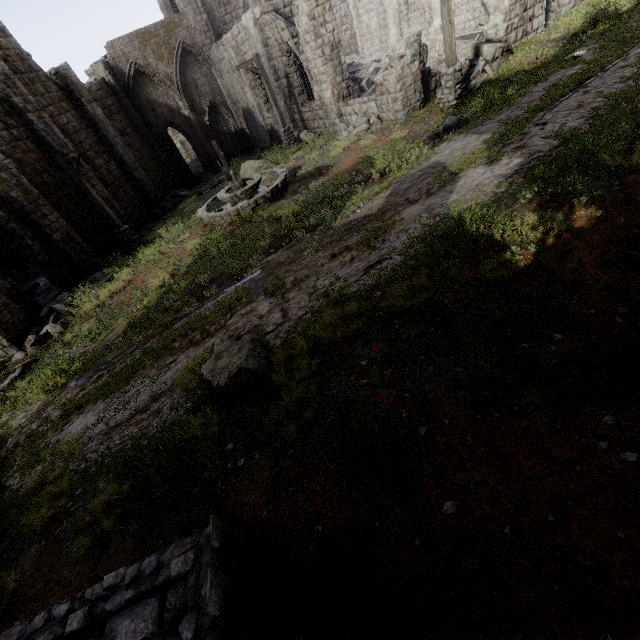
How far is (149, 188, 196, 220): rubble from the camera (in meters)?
21.77

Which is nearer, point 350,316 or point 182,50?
point 350,316

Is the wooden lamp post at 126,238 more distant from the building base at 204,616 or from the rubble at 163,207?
the building base at 204,616

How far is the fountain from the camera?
12.41m

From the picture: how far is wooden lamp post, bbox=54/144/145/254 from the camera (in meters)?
13.58

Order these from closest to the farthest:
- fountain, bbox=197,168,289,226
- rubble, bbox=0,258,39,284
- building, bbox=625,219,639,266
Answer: building, bbox=625,219,639,266, fountain, bbox=197,168,289,226, rubble, bbox=0,258,39,284

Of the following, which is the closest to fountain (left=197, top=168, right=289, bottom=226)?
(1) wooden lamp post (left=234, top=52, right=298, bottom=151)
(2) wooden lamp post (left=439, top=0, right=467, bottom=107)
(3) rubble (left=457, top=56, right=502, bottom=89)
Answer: (1) wooden lamp post (left=234, top=52, right=298, bottom=151)

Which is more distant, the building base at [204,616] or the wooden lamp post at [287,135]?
the wooden lamp post at [287,135]
